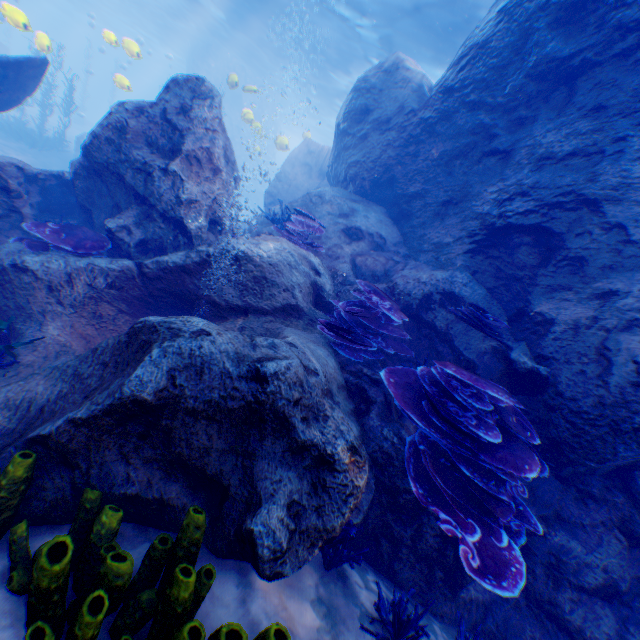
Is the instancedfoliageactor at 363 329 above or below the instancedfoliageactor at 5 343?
above

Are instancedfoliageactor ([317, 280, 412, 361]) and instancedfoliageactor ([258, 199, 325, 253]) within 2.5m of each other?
yes

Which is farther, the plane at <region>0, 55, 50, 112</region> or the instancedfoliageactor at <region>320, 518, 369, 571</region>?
the plane at <region>0, 55, 50, 112</region>

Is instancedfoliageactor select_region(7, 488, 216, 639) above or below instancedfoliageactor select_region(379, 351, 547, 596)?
below

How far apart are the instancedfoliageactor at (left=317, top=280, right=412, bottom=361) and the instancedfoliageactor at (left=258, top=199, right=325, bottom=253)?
1.33m

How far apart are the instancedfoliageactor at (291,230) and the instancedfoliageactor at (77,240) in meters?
3.0 m

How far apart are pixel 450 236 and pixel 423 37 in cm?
1419

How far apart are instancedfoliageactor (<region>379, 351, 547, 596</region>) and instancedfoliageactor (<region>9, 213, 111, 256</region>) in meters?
4.9 m
